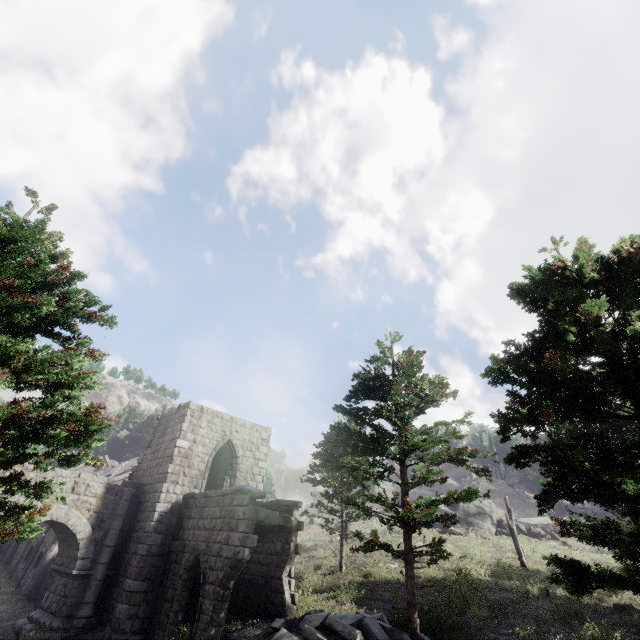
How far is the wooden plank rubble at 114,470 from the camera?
23.3m

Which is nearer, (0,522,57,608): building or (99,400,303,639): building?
(99,400,303,639): building

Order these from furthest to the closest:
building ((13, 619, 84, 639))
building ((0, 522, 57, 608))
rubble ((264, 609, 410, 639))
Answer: building ((0, 522, 57, 608))
building ((13, 619, 84, 639))
rubble ((264, 609, 410, 639))

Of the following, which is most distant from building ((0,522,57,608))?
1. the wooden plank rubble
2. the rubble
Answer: the rubble

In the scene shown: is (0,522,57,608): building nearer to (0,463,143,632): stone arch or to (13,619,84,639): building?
(13,619,84,639): building

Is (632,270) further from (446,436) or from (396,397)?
(396,397)

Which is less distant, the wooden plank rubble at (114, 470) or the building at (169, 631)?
the building at (169, 631)

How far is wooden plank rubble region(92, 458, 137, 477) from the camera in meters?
23.3
